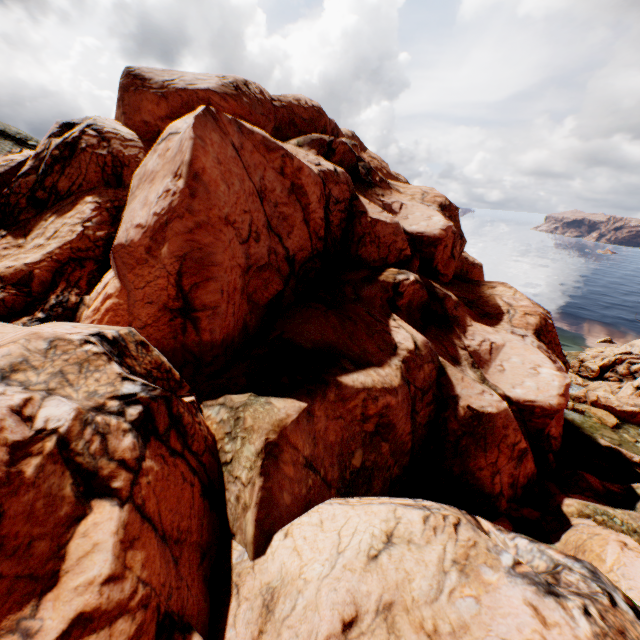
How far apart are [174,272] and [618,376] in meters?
57.1 m

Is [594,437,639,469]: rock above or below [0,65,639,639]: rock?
below

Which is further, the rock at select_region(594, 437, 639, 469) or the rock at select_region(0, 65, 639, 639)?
the rock at select_region(594, 437, 639, 469)

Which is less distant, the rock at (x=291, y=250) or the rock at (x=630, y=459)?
the rock at (x=291, y=250)

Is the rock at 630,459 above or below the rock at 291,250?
below
